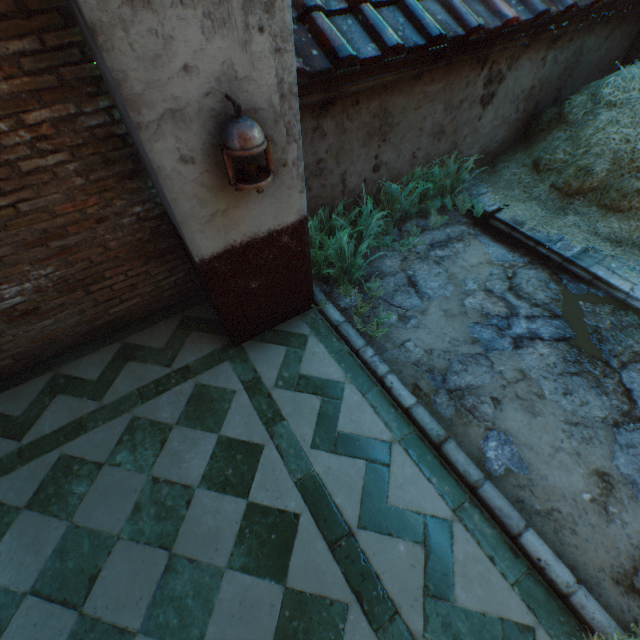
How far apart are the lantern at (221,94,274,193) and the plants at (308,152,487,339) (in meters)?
1.35

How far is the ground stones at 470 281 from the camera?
3.8 meters

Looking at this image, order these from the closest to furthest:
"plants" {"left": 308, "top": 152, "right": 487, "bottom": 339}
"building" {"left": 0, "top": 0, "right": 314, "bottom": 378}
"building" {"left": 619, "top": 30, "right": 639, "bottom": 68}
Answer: "building" {"left": 0, "top": 0, "right": 314, "bottom": 378}, "plants" {"left": 308, "top": 152, "right": 487, "bottom": 339}, "building" {"left": 619, "top": 30, "right": 639, "bottom": 68}

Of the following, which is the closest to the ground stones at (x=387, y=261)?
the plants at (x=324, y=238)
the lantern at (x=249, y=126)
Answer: the plants at (x=324, y=238)

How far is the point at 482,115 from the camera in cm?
459

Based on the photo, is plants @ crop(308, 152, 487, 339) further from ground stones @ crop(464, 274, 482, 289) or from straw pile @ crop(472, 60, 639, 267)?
straw pile @ crop(472, 60, 639, 267)

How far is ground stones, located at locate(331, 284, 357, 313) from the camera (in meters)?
3.70
